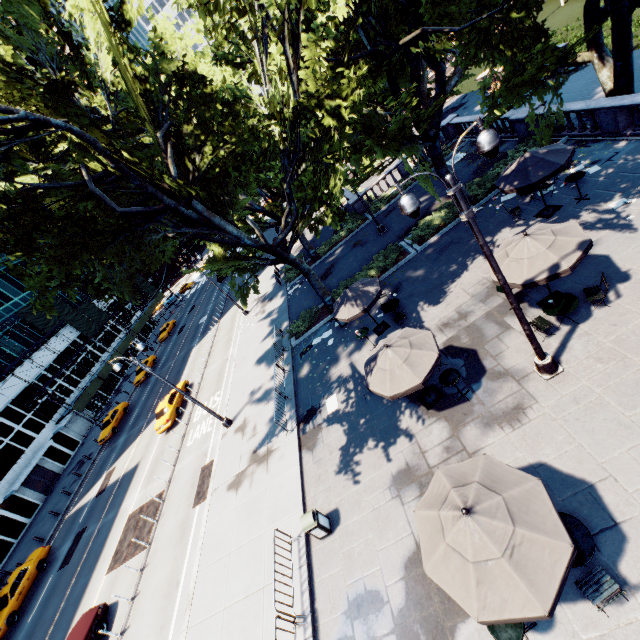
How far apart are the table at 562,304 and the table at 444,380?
3.2m

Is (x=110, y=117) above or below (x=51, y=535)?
above

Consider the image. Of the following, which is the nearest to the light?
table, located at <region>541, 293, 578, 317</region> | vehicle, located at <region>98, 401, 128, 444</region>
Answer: table, located at <region>541, 293, 578, 317</region>

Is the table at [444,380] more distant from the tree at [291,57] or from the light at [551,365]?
the tree at [291,57]

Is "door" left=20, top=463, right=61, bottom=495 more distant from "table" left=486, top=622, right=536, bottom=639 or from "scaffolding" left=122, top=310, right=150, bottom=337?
"table" left=486, top=622, right=536, bottom=639

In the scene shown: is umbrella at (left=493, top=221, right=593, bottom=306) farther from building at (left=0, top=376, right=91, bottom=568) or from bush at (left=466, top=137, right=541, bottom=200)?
building at (left=0, top=376, right=91, bottom=568)

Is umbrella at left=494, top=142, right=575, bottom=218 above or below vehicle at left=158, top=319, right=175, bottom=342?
above

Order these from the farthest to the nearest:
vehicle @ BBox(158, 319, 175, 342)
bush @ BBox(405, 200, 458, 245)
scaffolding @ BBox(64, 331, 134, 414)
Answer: vehicle @ BBox(158, 319, 175, 342)
scaffolding @ BBox(64, 331, 134, 414)
bush @ BBox(405, 200, 458, 245)
